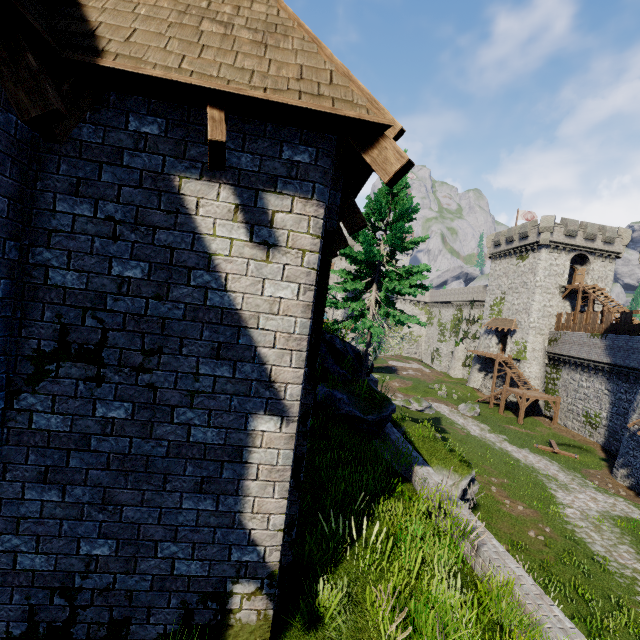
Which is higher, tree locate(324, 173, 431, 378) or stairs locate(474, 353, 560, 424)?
tree locate(324, 173, 431, 378)

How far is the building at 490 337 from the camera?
44.6m

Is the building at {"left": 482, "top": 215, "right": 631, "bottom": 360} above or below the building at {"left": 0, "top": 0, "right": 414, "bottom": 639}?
above

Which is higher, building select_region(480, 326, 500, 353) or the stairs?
building select_region(480, 326, 500, 353)

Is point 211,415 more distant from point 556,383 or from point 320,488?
point 556,383

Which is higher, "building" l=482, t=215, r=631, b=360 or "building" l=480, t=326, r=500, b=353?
"building" l=482, t=215, r=631, b=360

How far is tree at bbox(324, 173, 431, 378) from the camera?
13.0 meters
